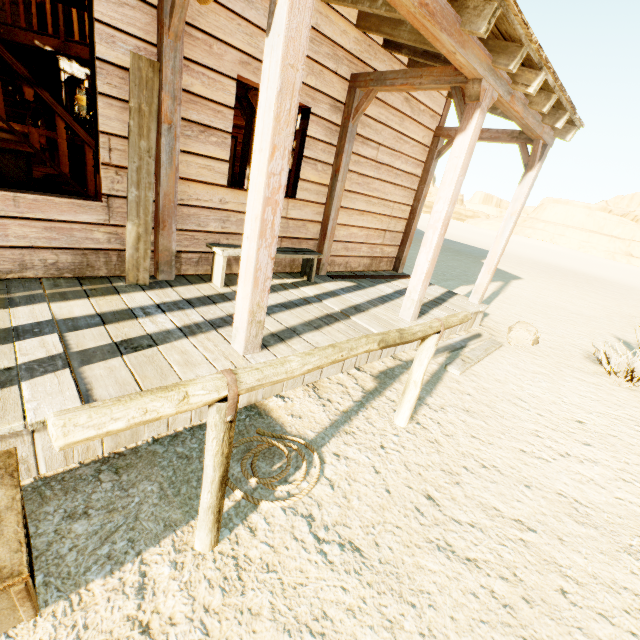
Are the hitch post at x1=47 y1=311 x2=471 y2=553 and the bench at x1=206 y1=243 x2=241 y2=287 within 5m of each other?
yes

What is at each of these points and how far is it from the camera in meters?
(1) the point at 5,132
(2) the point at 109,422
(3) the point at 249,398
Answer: (1) bar, 7.1 m
(2) hitch post, 1.0 m
(3) building, 2.6 m

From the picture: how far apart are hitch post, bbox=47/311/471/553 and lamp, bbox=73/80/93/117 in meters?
5.8

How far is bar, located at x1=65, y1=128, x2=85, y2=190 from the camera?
7.0m

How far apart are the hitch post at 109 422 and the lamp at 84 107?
5.78m

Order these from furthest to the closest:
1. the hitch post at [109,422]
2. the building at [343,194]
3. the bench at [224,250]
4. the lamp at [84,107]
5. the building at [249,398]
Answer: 1. the lamp at [84,107]
2. the bench at [224,250]
3. the building at [249,398]
4. the building at [343,194]
5. the hitch post at [109,422]

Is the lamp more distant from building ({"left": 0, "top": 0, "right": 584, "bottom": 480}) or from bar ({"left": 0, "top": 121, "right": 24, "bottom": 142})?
bar ({"left": 0, "top": 121, "right": 24, "bottom": 142})

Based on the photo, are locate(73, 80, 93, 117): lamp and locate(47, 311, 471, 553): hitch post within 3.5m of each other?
no
